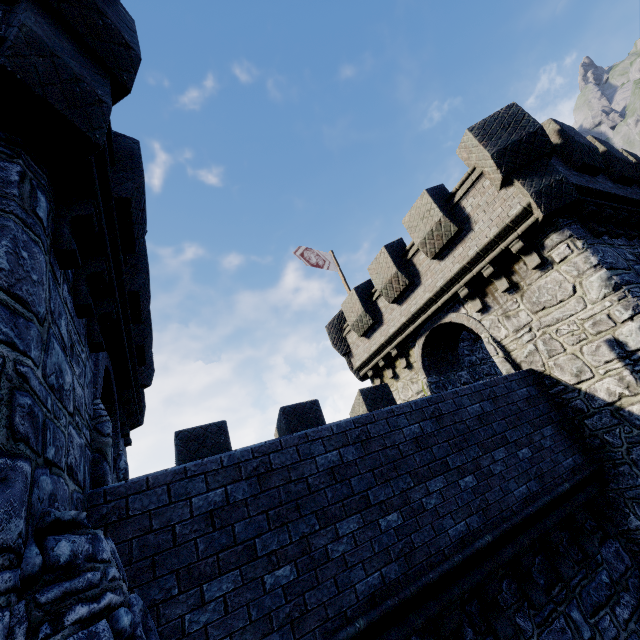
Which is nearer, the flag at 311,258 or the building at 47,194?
the building at 47,194

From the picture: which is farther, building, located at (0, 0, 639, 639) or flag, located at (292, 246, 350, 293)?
flag, located at (292, 246, 350, 293)

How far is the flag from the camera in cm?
1633

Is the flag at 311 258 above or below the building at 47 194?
Result: above

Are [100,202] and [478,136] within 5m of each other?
no

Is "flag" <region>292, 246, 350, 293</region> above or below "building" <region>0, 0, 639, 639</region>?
above
